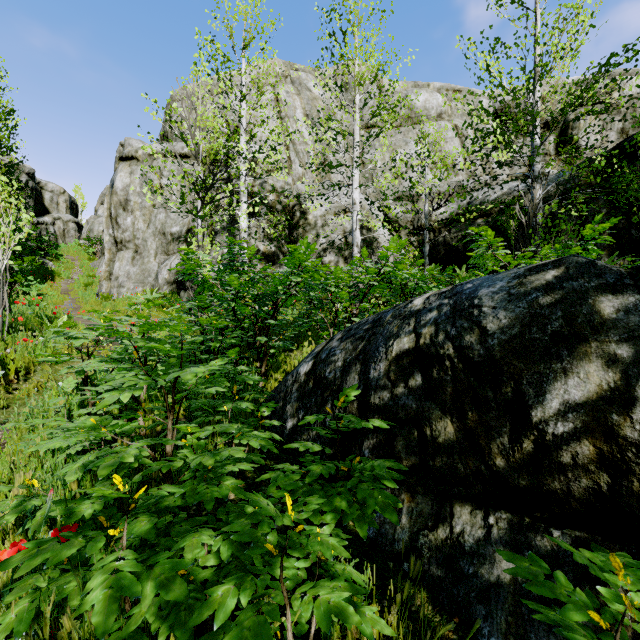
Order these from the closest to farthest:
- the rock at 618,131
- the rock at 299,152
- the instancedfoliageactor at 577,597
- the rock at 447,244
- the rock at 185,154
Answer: the instancedfoliageactor at 577,597, the rock at 618,131, the rock at 447,244, the rock at 299,152, the rock at 185,154

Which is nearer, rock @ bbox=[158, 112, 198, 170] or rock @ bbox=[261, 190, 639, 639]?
rock @ bbox=[261, 190, 639, 639]

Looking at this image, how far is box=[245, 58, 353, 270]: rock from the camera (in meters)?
13.26

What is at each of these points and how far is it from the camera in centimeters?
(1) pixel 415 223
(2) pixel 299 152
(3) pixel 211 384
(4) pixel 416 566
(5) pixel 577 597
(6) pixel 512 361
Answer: (1) rock, 1369cm
(2) rock, 1490cm
(3) instancedfoliageactor, 149cm
(4) instancedfoliageactor, 103cm
(5) instancedfoliageactor, 85cm
(6) rock, 134cm

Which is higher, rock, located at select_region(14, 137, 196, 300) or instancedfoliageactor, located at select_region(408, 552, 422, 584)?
rock, located at select_region(14, 137, 196, 300)

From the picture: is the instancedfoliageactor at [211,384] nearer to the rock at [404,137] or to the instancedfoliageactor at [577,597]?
the rock at [404,137]

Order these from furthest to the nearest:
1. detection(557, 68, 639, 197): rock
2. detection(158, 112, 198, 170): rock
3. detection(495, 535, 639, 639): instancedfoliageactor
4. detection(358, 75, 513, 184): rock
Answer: detection(358, 75, 513, 184): rock
detection(158, 112, 198, 170): rock
detection(557, 68, 639, 197): rock
detection(495, 535, 639, 639): instancedfoliageactor
